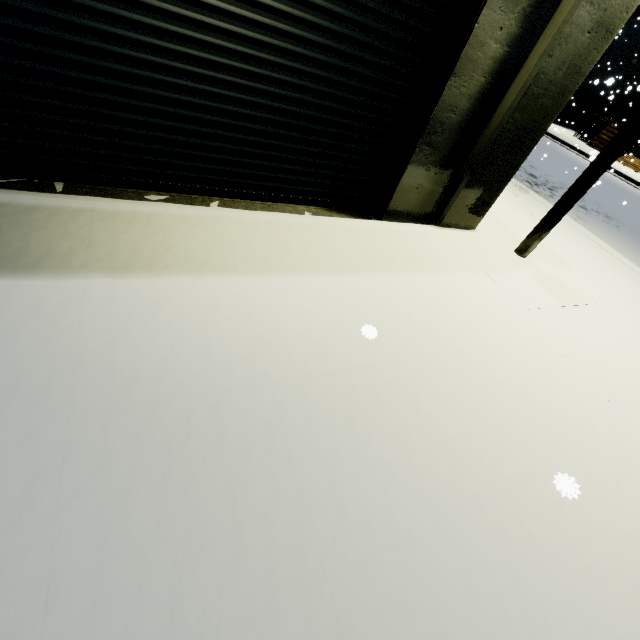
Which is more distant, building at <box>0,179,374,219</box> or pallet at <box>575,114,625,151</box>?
pallet at <box>575,114,625,151</box>

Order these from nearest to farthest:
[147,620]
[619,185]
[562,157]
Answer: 1. [147,620]
2. [619,185]
3. [562,157]

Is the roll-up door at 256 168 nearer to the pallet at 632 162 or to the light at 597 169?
the light at 597 169

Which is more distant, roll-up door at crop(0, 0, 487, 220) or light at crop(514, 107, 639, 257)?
light at crop(514, 107, 639, 257)

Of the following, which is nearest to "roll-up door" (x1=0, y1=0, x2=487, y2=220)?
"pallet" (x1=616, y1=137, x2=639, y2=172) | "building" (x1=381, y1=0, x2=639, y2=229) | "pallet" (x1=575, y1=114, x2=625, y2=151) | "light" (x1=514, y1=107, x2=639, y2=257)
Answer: "building" (x1=381, y1=0, x2=639, y2=229)

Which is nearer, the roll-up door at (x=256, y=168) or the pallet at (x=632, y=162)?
the roll-up door at (x=256, y=168)

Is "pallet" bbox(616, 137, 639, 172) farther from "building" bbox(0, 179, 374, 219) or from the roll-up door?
the roll-up door

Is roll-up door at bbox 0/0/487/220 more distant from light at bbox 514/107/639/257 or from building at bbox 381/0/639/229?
light at bbox 514/107/639/257
